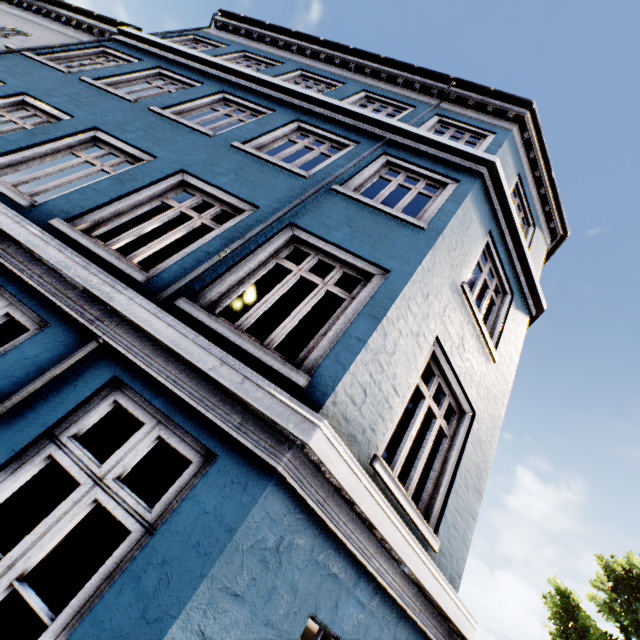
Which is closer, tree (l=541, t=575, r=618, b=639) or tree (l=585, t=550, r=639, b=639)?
tree (l=541, t=575, r=618, b=639)

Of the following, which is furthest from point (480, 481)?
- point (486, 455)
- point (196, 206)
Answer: point (196, 206)

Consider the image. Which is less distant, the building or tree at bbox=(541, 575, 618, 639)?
the building

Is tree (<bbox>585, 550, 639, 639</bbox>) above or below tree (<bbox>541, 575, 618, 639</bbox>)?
above

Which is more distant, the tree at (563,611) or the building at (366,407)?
the tree at (563,611)

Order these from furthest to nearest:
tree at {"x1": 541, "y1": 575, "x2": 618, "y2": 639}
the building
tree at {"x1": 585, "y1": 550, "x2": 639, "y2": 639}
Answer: tree at {"x1": 585, "y1": 550, "x2": 639, "y2": 639} < tree at {"x1": 541, "y1": 575, "x2": 618, "y2": 639} < the building
